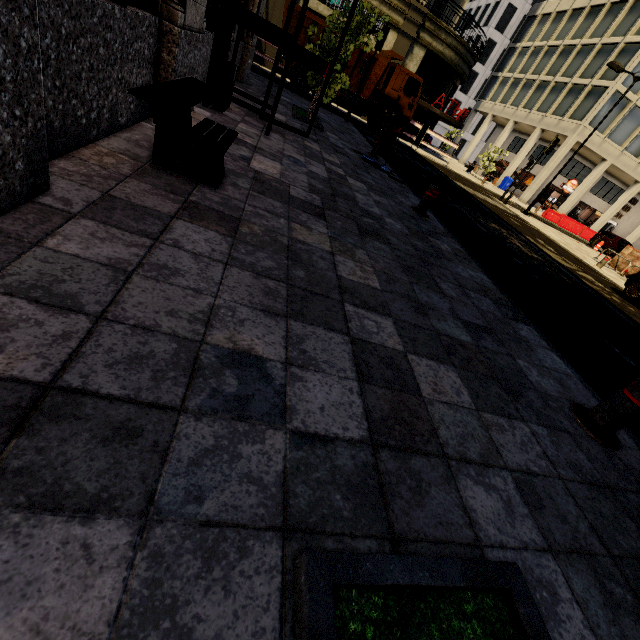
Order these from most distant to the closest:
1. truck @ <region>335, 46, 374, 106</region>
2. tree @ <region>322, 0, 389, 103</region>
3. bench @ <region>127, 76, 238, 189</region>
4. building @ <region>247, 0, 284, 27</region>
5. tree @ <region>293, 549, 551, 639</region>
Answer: truck @ <region>335, 46, 374, 106</region> → building @ <region>247, 0, 284, 27</region> → tree @ <region>322, 0, 389, 103</region> → bench @ <region>127, 76, 238, 189</region> → tree @ <region>293, 549, 551, 639</region>

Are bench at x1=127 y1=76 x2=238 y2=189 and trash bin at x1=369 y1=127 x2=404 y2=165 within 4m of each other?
no

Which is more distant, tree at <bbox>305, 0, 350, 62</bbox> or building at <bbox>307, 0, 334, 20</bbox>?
building at <bbox>307, 0, 334, 20</bbox>

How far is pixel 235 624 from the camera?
0.9 meters

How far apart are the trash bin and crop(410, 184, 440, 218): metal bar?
3.8m

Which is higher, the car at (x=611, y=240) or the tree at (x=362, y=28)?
the tree at (x=362, y=28)

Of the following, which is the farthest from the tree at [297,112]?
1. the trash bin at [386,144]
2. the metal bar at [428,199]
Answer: the metal bar at [428,199]

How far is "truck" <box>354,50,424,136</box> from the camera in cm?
1622
